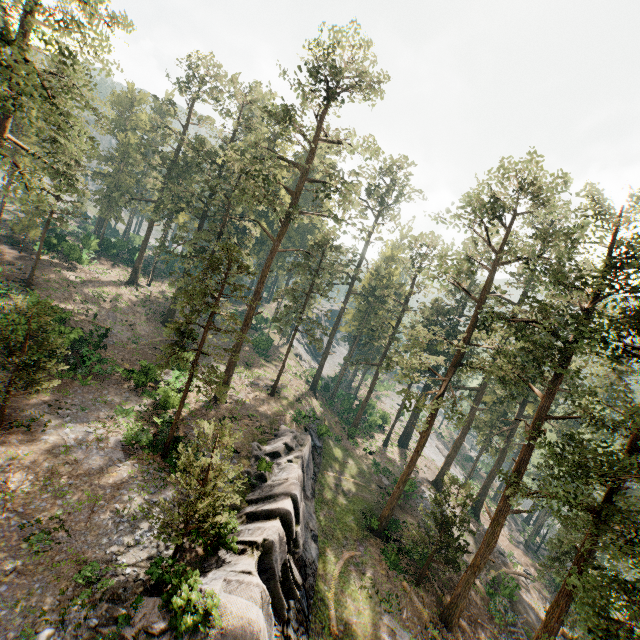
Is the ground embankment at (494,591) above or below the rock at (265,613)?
below

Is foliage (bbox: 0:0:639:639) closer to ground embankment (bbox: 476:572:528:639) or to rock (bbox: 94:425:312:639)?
ground embankment (bbox: 476:572:528:639)

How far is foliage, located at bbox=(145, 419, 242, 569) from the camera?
12.9 meters

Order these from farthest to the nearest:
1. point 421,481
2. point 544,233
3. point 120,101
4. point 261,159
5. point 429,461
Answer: point 120,101 < point 429,461 < point 421,481 < point 261,159 < point 544,233

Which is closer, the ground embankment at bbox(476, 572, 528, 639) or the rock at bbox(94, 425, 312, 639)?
the rock at bbox(94, 425, 312, 639)

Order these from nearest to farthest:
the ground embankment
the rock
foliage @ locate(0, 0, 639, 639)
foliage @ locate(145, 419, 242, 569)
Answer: the rock < foliage @ locate(145, 419, 242, 569) < foliage @ locate(0, 0, 639, 639) < the ground embankment

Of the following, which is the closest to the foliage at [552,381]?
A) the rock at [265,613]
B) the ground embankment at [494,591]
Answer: the ground embankment at [494,591]
